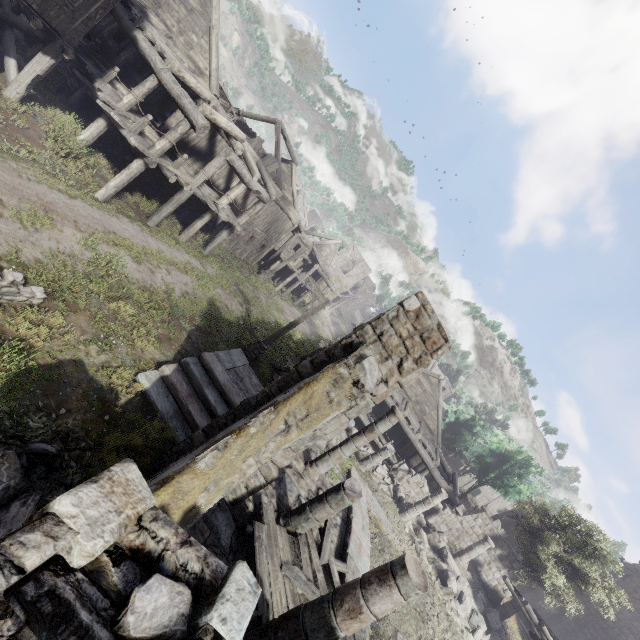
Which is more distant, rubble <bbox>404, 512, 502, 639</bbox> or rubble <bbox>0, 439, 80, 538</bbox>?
rubble <bbox>404, 512, 502, 639</bbox>

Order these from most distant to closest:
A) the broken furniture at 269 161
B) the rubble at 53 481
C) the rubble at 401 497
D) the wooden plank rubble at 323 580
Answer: the broken furniture at 269 161
the rubble at 401 497
the wooden plank rubble at 323 580
the rubble at 53 481

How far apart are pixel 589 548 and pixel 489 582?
32.63m

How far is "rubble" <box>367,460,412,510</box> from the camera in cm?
1869

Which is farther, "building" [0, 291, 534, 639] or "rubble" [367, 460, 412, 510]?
"rubble" [367, 460, 412, 510]

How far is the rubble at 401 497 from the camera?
18.7m

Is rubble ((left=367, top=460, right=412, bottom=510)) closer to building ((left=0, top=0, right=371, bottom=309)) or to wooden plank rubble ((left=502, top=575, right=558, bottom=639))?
building ((left=0, top=0, right=371, bottom=309))
